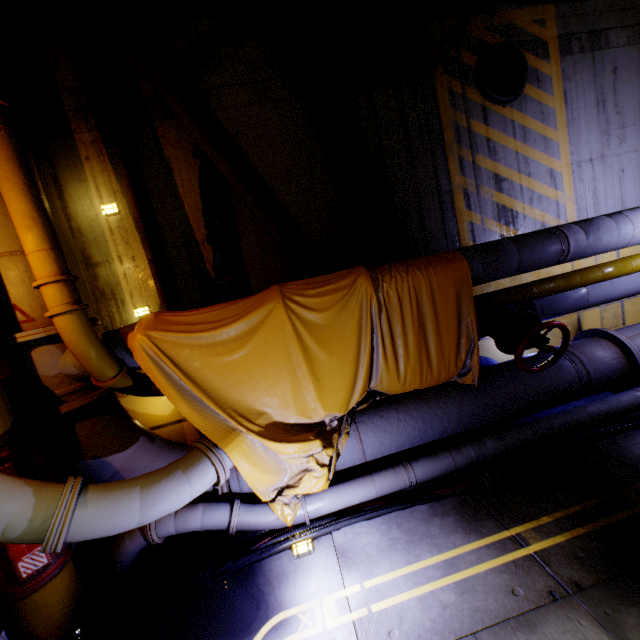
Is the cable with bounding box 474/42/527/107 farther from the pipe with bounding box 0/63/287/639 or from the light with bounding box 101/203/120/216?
the light with bounding box 101/203/120/216

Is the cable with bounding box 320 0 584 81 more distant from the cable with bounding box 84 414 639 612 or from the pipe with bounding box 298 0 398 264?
the cable with bounding box 84 414 639 612

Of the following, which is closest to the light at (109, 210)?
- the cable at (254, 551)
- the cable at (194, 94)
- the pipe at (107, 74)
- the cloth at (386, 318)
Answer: the pipe at (107, 74)

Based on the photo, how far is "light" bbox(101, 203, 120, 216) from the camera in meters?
4.1 m

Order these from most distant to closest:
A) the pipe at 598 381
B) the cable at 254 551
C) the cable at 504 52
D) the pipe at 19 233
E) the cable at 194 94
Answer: the cable at 504 52, the cable at 194 94, the pipe at 598 381, the cable at 254 551, the pipe at 19 233

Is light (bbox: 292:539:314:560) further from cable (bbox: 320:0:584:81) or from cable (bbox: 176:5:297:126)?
cable (bbox: 320:0:584:81)

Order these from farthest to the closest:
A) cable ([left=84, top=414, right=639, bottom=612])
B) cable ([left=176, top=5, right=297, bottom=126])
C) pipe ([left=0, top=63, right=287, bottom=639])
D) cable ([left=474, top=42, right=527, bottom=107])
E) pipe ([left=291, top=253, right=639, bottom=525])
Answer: cable ([left=474, top=42, right=527, bottom=107]), cable ([left=176, top=5, right=297, bottom=126]), pipe ([left=291, top=253, right=639, bottom=525]), cable ([left=84, top=414, right=639, bottom=612]), pipe ([left=0, top=63, right=287, bottom=639])

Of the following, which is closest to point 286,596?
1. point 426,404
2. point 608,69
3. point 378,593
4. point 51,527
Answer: point 378,593
